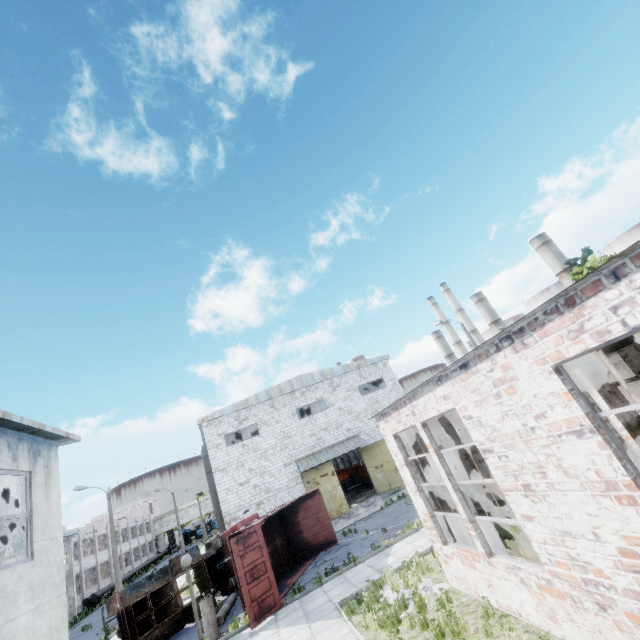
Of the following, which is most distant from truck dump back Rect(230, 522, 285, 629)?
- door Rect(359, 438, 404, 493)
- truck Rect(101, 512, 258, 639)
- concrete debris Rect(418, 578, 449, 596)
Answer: door Rect(359, 438, 404, 493)

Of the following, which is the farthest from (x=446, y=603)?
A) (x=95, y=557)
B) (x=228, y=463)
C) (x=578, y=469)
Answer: (x=95, y=557)

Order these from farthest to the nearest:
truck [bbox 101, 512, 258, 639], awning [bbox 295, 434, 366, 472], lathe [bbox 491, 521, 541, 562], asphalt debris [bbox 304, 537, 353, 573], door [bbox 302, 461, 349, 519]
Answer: awning [bbox 295, 434, 366, 472]
door [bbox 302, 461, 349, 519]
asphalt debris [bbox 304, 537, 353, 573]
truck [bbox 101, 512, 258, 639]
lathe [bbox 491, 521, 541, 562]

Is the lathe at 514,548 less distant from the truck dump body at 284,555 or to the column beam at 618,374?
the column beam at 618,374

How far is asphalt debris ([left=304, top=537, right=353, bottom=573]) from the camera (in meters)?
15.60

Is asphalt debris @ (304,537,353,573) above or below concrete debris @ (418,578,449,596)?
above

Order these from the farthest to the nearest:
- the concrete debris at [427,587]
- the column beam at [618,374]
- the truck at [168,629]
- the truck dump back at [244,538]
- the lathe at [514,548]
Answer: the truck at [168,629] < the truck dump back at [244,538] < the concrete debris at [427,587] < the lathe at [514,548] < the column beam at [618,374]

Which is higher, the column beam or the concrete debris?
the column beam
